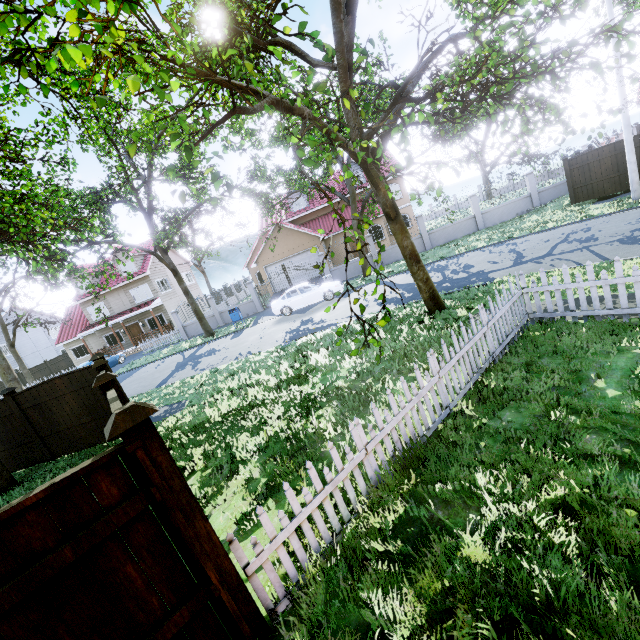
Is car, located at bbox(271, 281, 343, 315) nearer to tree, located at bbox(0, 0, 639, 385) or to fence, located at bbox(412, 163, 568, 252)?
tree, located at bbox(0, 0, 639, 385)

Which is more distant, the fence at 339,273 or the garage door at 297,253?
the garage door at 297,253

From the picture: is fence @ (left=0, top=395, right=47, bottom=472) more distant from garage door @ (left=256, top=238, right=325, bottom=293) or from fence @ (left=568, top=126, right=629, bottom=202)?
fence @ (left=568, top=126, right=629, bottom=202)

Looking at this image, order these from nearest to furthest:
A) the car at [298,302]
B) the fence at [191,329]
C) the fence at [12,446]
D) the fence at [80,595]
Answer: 1. the fence at [80,595]
2. the fence at [12,446]
3. the car at [298,302]
4. the fence at [191,329]

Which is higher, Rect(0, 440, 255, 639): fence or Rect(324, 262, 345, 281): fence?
Rect(0, 440, 255, 639): fence

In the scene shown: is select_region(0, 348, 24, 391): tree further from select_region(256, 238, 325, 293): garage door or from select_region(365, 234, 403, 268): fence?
select_region(256, 238, 325, 293): garage door

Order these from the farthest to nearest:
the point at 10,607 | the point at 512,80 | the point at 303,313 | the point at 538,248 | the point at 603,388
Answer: the point at 303,313 < the point at 538,248 < the point at 512,80 < the point at 603,388 < the point at 10,607

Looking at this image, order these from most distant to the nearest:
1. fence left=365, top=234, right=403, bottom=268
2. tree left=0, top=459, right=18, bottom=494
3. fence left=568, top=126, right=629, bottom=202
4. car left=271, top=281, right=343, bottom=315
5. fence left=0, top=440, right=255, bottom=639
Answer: fence left=365, top=234, right=403, bottom=268, car left=271, top=281, right=343, bottom=315, fence left=568, top=126, right=629, bottom=202, tree left=0, top=459, right=18, bottom=494, fence left=0, top=440, right=255, bottom=639
